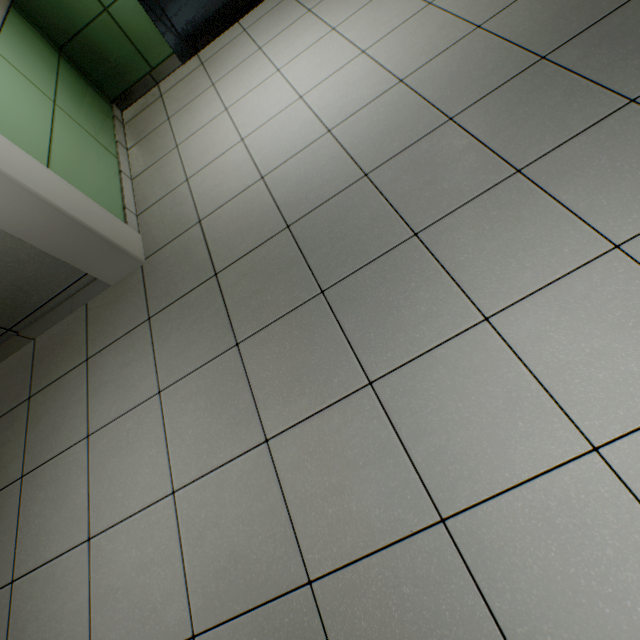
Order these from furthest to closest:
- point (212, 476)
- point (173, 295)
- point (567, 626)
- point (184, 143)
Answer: point (184, 143)
point (173, 295)
point (212, 476)
point (567, 626)
